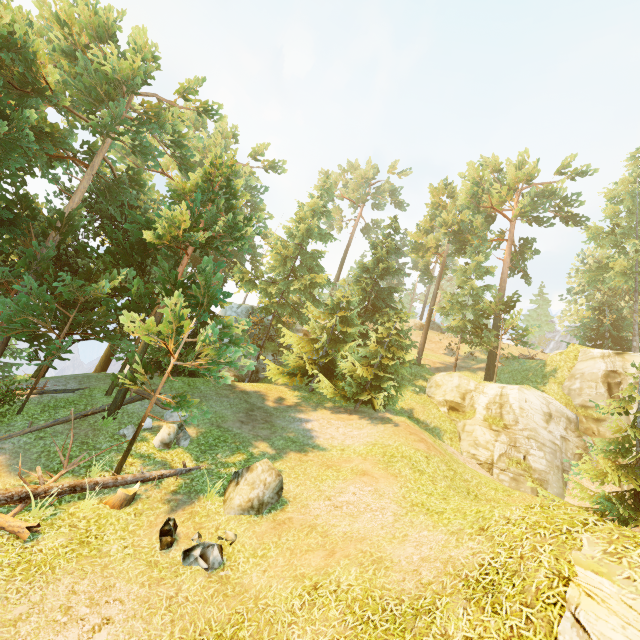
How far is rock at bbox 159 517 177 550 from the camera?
8.3m

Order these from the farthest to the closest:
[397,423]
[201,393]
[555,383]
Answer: [555,383] < [201,393] < [397,423]

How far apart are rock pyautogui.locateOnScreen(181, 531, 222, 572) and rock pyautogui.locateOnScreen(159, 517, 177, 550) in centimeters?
39cm

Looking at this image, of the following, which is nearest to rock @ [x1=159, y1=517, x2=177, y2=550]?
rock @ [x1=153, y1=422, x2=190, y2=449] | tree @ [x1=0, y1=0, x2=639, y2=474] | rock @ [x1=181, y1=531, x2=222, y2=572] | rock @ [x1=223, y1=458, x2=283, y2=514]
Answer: rock @ [x1=181, y1=531, x2=222, y2=572]

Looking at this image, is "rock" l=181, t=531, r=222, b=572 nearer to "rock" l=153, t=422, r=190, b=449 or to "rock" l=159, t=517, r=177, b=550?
"rock" l=159, t=517, r=177, b=550

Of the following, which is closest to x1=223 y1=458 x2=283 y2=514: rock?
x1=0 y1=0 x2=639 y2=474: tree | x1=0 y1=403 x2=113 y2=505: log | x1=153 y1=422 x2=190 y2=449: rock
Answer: x1=0 y1=403 x2=113 y2=505: log

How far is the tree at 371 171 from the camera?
57.7 meters

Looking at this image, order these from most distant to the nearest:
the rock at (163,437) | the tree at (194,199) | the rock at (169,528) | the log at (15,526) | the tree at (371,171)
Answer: the tree at (371,171) < the tree at (194,199) < the rock at (163,437) < the rock at (169,528) < the log at (15,526)
